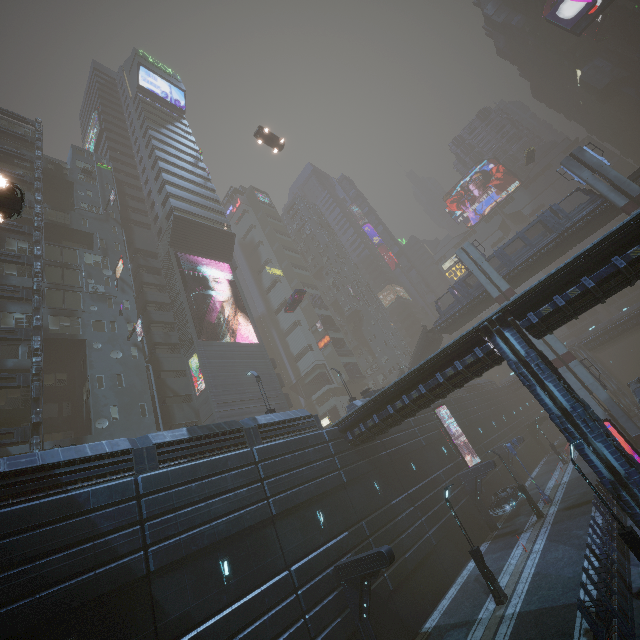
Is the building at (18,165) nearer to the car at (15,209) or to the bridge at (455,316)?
the car at (15,209)

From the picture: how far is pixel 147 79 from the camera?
59.59m

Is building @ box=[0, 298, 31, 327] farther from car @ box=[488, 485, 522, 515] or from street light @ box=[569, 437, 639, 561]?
street light @ box=[569, 437, 639, 561]

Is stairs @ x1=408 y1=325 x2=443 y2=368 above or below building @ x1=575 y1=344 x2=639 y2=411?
above

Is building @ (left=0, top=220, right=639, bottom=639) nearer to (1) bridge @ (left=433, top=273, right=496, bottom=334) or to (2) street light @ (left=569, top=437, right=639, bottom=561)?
(2) street light @ (left=569, top=437, right=639, bottom=561)

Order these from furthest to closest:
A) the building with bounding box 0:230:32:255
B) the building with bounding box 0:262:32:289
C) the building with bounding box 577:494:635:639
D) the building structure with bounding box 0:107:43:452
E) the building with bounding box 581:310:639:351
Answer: the building with bounding box 581:310:639:351
the building with bounding box 0:230:32:255
the building with bounding box 0:262:32:289
the building structure with bounding box 0:107:43:452
the building with bounding box 577:494:635:639

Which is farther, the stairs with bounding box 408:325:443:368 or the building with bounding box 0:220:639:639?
the stairs with bounding box 408:325:443:368

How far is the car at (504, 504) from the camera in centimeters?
2800cm
